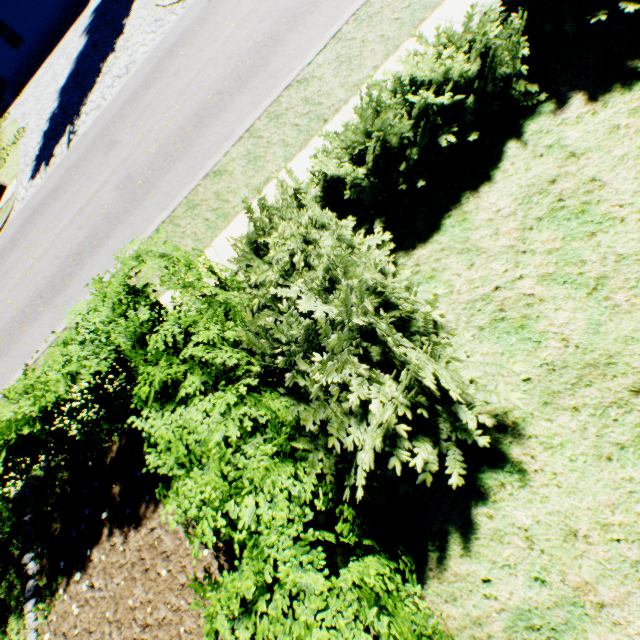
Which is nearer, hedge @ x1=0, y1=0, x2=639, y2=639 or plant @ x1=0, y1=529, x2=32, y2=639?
hedge @ x1=0, y1=0, x2=639, y2=639

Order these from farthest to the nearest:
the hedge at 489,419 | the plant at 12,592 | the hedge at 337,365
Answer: the plant at 12,592 < the hedge at 489,419 < the hedge at 337,365

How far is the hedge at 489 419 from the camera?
3.1 meters

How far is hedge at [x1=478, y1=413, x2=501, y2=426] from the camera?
3.06m

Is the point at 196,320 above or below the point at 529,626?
above

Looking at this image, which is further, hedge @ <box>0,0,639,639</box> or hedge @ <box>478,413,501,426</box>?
hedge @ <box>478,413,501,426</box>

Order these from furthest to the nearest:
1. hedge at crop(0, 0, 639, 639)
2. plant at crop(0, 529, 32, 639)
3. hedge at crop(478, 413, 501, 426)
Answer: plant at crop(0, 529, 32, 639) < hedge at crop(478, 413, 501, 426) < hedge at crop(0, 0, 639, 639)
